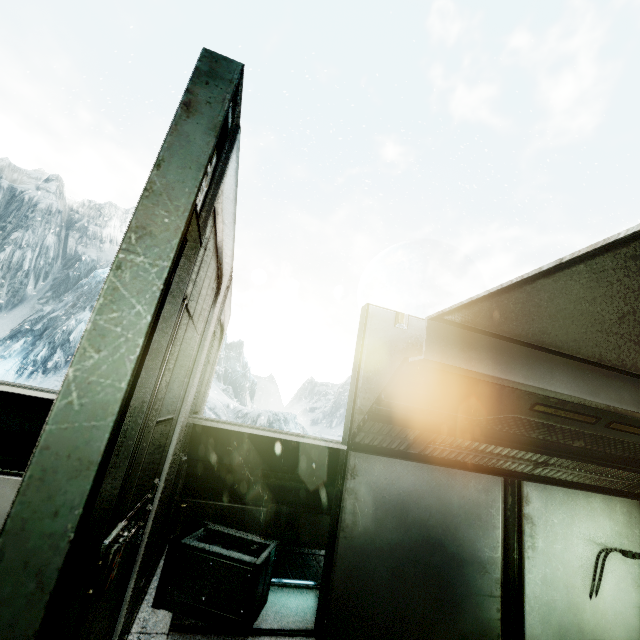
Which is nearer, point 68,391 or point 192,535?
point 68,391
